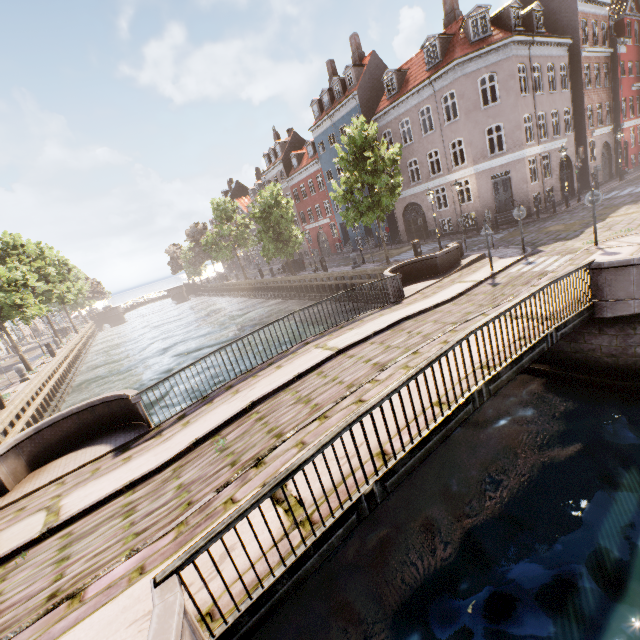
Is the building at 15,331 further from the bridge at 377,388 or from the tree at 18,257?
the bridge at 377,388

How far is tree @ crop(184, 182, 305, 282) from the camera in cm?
3038

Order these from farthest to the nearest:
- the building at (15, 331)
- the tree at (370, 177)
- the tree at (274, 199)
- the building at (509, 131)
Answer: the building at (15, 331), the tree at (274, 199), the building at (509, 131), the tree at (370, 177)

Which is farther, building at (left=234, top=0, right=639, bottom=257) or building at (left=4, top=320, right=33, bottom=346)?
building at (left=4, top=320, right=33, bottom=346)

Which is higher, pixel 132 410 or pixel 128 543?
pixel 132 410

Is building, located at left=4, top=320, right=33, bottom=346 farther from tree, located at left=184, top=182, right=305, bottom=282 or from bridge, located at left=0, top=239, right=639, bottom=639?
bridge, located at left=0, top=239, right=639, bottom=639

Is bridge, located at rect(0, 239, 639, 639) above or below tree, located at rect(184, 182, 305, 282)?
below
